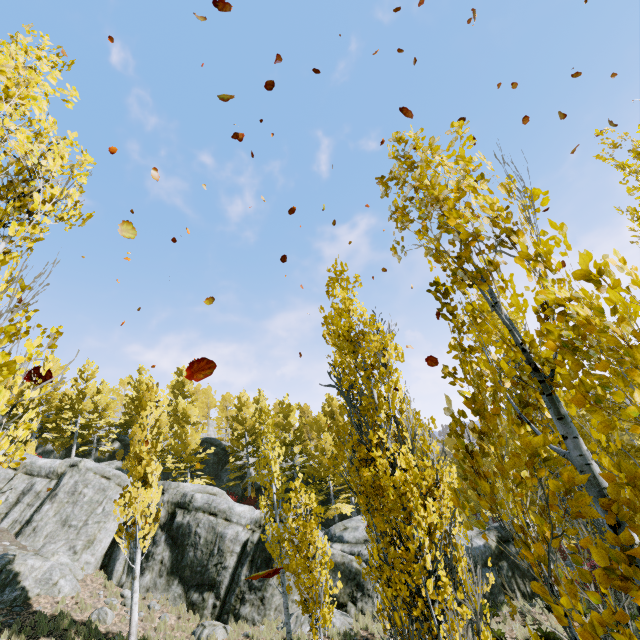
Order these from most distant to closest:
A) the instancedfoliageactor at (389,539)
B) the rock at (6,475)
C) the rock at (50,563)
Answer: the rock at (6,475) < the rock at (50,563) < the instancedfoliageactor at (389,539)

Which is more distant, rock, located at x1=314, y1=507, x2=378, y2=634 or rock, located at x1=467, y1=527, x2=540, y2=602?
rock, located at x1=467, y1=527, x2=540, y2=602

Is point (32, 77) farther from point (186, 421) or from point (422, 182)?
point (186, 421)

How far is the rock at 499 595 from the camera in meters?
16.4 m

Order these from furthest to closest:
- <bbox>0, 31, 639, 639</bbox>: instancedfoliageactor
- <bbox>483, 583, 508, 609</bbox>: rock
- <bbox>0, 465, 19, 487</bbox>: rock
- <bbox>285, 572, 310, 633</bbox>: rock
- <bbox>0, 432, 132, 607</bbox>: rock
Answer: <bbox>0, 465, 19, 487</bbox>: rock, <bbox>483, 583, 508, 609</bbox>: rock, <bbox>0, 432, 132, 607</bbox>: rock, <bbox>285, 572, 310, 633</bbox>: rock, <bbox>0, 31, 639, 639</bbox>: instancedfoliageactor

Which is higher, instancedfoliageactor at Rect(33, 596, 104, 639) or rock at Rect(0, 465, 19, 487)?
rock at Rect(0, 465, 19, 487)
